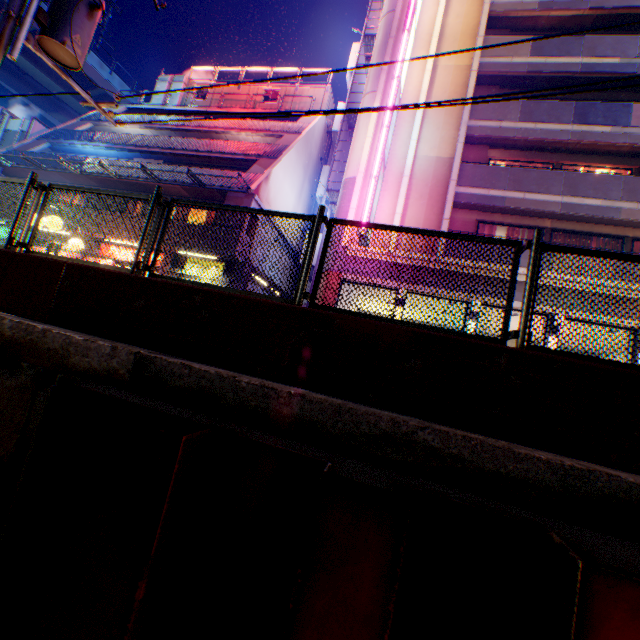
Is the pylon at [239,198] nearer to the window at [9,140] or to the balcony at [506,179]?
the balcony at [506,179]

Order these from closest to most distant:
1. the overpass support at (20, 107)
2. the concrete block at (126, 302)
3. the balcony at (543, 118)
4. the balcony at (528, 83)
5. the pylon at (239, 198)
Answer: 1. the concrete block at (126, 302)
2. the balcony at (543, 118)
3. the balcony at (528, 83)
4. the pylon at (239, 198)
5. the overpass support at (20, 107)

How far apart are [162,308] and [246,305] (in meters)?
0.97

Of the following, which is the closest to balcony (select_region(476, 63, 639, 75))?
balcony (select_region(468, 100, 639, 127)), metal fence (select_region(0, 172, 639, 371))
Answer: balcony (select_region(468, 100, 639, 127))

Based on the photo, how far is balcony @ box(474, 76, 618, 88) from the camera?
14.1m

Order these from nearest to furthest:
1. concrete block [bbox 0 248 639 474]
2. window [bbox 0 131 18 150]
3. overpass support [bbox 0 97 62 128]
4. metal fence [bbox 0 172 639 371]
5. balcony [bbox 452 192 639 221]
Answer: concrete block [bbox 0 248 639 474]
metal fence [bbox 0 172 639 371]
balcony [bbox 452 192 639 221]
window [bbox 0 131 18 150]
overpass support [bbox 0 97 62 128]

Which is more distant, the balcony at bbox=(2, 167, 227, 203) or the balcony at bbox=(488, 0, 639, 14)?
the balcony at bbox=(2, 167, 227, 203)

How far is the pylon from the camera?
14.8m
